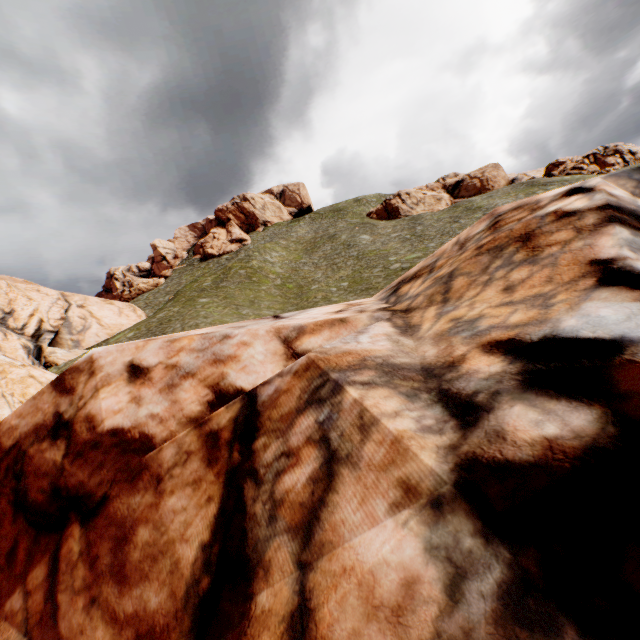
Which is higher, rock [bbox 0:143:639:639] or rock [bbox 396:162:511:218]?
rock [bbox 396:162:511:218]

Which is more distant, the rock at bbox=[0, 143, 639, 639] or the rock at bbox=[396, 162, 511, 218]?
the rock at bbox=[396, 162, 511, 218]

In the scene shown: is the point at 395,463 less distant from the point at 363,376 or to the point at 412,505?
the point at 412,505

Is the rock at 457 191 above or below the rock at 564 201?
above

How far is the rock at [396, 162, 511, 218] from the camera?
54.4m

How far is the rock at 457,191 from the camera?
54.41m
